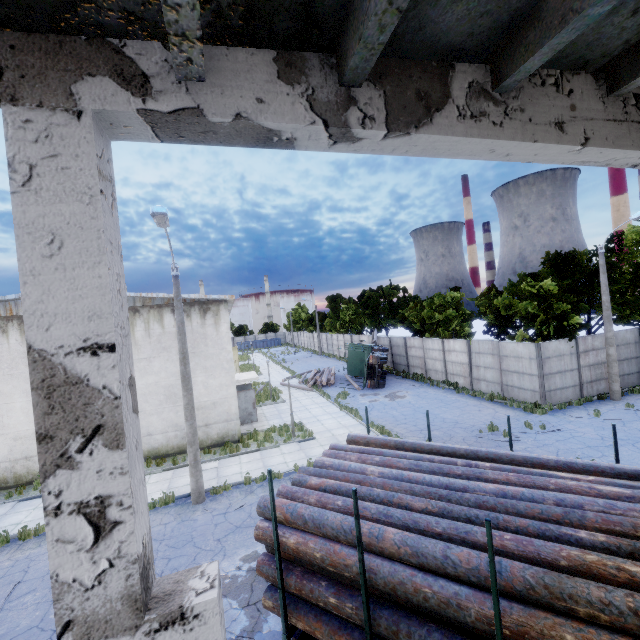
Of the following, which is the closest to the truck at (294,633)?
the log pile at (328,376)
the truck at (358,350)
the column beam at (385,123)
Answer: the column beam at (385,123)

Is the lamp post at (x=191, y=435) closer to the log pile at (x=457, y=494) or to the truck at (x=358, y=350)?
the log pile at (x=457, y=494)

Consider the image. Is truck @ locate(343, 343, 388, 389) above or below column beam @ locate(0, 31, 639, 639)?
below

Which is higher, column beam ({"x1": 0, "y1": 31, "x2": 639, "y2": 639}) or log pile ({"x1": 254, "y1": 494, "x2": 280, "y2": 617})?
column beam ({"x1": 0, "y1": 31, "x2": 639, "y2": 639})

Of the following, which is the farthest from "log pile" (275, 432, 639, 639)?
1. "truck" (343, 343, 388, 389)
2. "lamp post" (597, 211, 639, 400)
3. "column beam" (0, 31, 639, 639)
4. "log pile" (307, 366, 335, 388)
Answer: "log pile" (307, 366, 335, 388)

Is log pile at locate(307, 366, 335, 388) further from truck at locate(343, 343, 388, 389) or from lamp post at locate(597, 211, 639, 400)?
lamp post at locate(597, 211, 639, 400)

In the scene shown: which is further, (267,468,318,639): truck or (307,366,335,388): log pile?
(307,366,335,388): log pile

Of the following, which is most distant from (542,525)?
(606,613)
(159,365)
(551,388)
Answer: (551,388)
